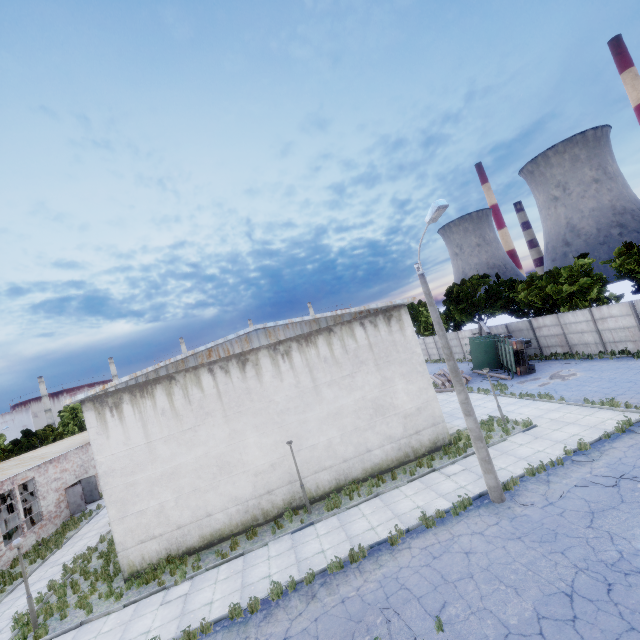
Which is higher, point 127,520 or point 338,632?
point 127,520

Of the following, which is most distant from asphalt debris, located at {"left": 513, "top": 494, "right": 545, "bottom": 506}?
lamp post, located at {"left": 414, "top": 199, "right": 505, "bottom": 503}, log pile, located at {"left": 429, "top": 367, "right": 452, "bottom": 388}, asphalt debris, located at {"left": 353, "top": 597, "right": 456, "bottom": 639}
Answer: log pile, located at {"left": 429, "top": 367, "right": 452, "bottom": 388}

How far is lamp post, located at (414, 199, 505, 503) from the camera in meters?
10.5 m

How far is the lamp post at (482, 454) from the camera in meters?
10.5 m

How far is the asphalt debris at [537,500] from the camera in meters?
10.6

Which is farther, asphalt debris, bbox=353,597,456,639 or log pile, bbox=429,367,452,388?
log pile, bbox=429,367,452,388

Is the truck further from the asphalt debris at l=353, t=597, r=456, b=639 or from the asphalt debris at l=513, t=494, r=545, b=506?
the asphalt debris at l=353, t=597, r=456, b=639

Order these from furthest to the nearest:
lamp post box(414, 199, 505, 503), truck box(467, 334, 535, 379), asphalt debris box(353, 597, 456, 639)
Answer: truck box(467, 334, 535, 379), lamp post box(414, 199, 505, 503), asphalt debris box(353, 597, 456, 639)
